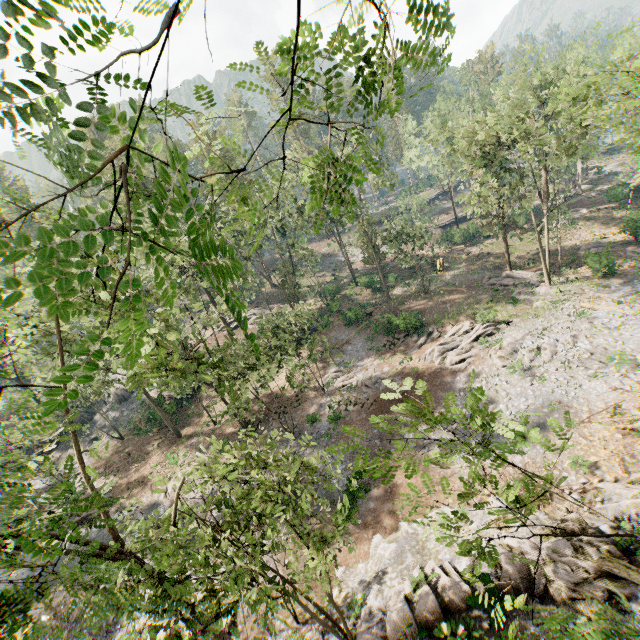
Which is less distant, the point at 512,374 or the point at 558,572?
the point at 558,572

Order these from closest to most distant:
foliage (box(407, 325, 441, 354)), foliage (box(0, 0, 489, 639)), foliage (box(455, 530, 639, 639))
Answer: foliage (box(0, 0, 489, 639))
foliage (box(455, 530, 639, 639))
foliage (box(407, 325, 441, 354))

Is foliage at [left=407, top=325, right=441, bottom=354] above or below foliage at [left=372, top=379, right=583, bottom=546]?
below

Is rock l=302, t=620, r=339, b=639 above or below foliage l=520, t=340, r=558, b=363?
above

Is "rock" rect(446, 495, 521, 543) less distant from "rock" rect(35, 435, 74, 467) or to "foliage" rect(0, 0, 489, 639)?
"foliage" rect(0, 0, 489, 639)

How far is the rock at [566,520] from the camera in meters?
12.0

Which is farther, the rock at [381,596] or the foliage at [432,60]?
the rock at [381,596]
